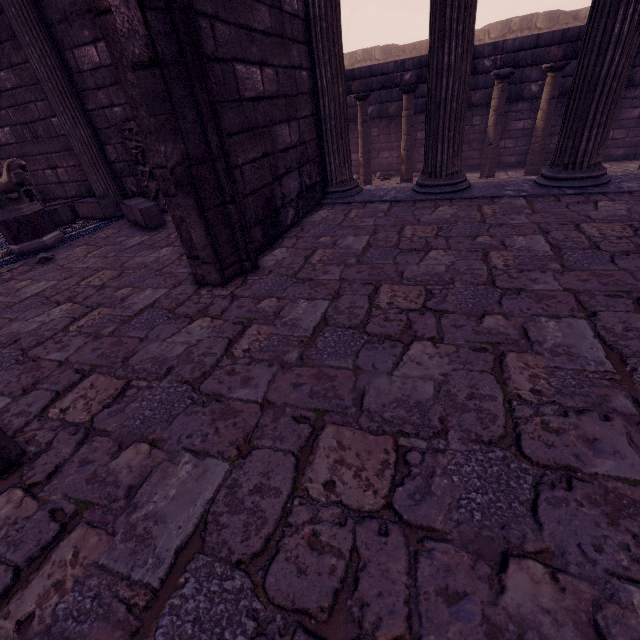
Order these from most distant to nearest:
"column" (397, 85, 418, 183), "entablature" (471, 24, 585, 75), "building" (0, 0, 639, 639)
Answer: "column" (397, 85, 418, 183), "entablature" (471, 24, 585, 75), "building" (0, 0, 639, 639)

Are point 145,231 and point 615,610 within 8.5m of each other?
yes

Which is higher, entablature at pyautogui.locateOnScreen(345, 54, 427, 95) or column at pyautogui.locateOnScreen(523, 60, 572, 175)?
entablature at pyautogui.locateOnScreen(345, 54, 427, 95)

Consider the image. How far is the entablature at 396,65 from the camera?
7.70m

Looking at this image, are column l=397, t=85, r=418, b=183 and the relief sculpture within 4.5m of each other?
no

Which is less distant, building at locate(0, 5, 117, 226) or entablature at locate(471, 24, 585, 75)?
building at locate(0, 5, 117, 226)

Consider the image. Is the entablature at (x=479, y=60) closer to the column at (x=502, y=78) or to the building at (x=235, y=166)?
the column at (x=502, y=78)

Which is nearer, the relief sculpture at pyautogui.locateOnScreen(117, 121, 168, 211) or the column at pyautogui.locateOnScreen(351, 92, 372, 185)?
the relief sculpture at pyautogui.locateOnScreen(117, 121, 168, 211)
